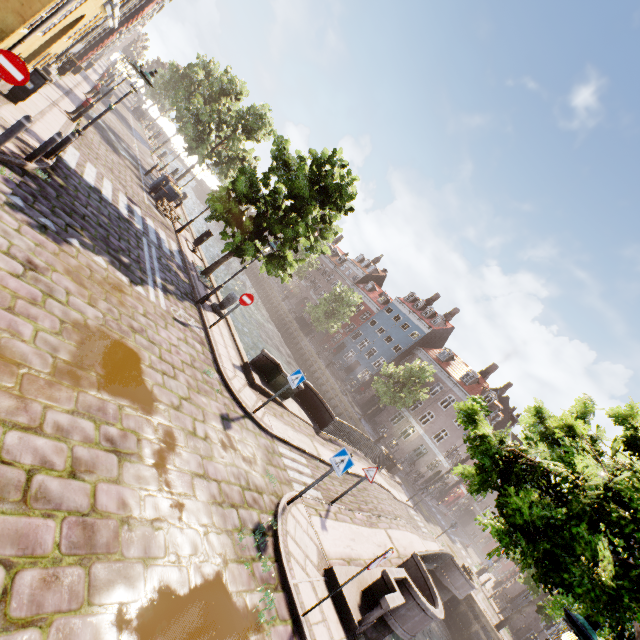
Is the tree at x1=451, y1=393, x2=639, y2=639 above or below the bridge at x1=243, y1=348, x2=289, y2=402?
above

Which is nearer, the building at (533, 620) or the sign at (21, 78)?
the sign at (21, 78)

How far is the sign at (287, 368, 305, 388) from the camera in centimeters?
949cm

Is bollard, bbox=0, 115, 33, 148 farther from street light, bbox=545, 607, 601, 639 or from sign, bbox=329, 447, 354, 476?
sign, bbox=329, 447, 354, 476

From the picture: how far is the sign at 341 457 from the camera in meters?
7.5

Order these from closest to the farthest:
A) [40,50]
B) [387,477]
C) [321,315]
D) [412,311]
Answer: [40,50] → [387,477] → [321,315] → [412,311]

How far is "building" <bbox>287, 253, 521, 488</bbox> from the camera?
36.0 meters

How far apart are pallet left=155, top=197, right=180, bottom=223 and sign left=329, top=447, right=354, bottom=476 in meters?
15.8
